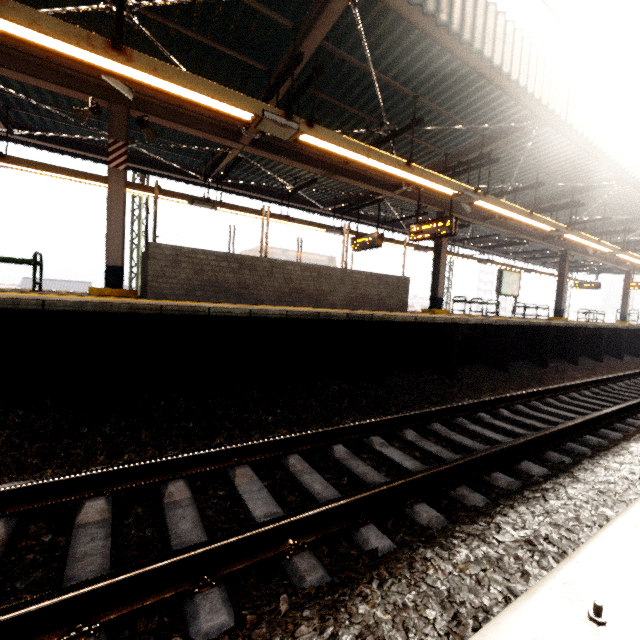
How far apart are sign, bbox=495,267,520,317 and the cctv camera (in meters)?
13.59

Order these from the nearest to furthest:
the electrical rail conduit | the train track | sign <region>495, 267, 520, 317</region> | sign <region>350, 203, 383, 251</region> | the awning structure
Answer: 1. the electrical rail conduit
2. the train track
3. the awning structure
4. sign <region>350, 203, 383, 251</region>
5. sign <region>495, 267, 520, 317</region>

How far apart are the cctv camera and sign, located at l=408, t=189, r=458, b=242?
7.3 meters

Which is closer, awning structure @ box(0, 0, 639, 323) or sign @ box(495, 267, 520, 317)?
awning structure @ box(0, 0, 639, 323)

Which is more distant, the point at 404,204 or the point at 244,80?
the point at 404,204

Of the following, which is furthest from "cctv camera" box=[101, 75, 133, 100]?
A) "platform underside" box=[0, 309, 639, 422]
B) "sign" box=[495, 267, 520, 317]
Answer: "sign" box=[495, 267, 520, 317]

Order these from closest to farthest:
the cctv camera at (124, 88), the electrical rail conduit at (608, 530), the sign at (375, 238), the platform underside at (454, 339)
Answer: the electrical rail conduit at (608, 530) < the platform underside at (454, 339) < the cctv camera at (124, 88) < the sign at (375, 238)

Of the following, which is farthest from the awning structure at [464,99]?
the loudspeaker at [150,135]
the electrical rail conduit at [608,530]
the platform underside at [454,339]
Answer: the electrical rail conduit at [608,530]
